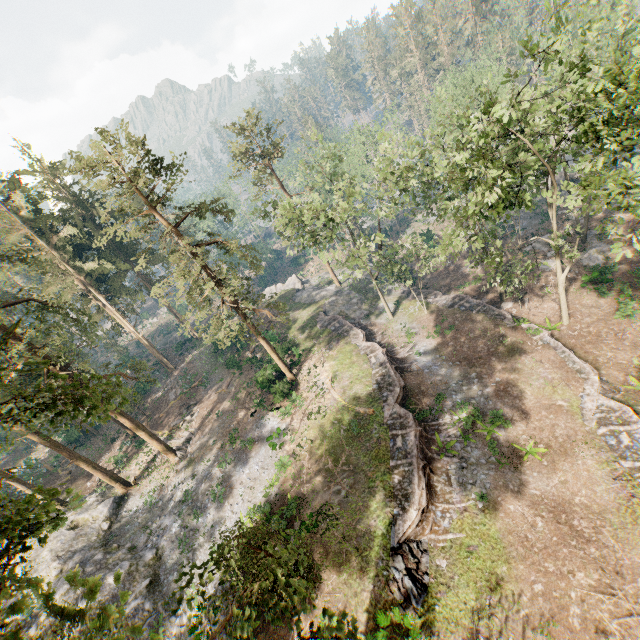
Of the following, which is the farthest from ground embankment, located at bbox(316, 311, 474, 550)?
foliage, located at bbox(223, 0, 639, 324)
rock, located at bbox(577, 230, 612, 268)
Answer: rock, located at bbox(577, 230, 612, 268)

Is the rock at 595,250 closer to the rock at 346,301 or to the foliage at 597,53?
the foliage at 597,53

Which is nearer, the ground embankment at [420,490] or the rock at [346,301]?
the ground embankment at [420,490]

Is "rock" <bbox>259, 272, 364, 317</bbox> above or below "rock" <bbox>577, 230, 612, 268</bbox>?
above

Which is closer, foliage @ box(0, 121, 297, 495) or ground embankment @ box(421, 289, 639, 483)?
ground embankment @ box(421, 289, 639, 483)

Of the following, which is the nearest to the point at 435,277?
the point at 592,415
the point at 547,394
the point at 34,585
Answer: the point at 547,394

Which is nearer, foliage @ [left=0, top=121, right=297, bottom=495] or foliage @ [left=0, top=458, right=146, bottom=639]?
foliage @ [left=0, top=458, right=146, bottom=639]

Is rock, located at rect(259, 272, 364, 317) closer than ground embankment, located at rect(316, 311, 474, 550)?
No
